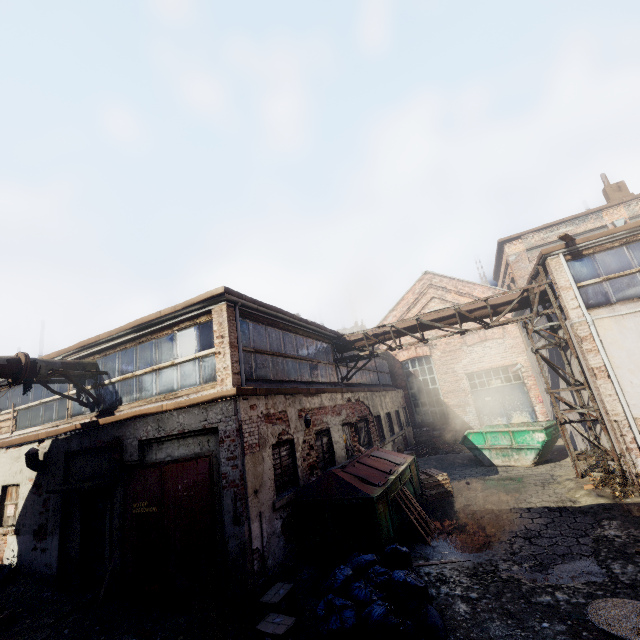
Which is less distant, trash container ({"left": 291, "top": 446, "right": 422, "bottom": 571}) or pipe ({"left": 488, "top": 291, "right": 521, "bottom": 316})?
trash container ({"left": 291, "top": 446, "right": 422, "bottom": 571})

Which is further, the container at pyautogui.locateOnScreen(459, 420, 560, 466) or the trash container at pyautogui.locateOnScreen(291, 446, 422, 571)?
the container at pyautogui.locateOnScreen(459, 420, 560, 466)

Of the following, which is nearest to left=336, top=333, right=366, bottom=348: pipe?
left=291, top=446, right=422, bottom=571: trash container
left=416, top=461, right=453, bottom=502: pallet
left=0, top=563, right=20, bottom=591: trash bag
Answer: left=291, top=446, right=422, bottom=571: trash container

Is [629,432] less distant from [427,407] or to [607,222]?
[427,407]

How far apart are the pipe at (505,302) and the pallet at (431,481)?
4.8m

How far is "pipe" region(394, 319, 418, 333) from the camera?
12.3 meters

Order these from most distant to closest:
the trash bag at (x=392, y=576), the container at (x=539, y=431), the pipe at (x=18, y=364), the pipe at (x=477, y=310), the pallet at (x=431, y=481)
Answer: the container at (x=539, y=431), the pipe at (x=477, y=310), the pallet at (x=431, y=481), the pipe at (x=18, y=364), the trash bag at (x=392, y=576)
